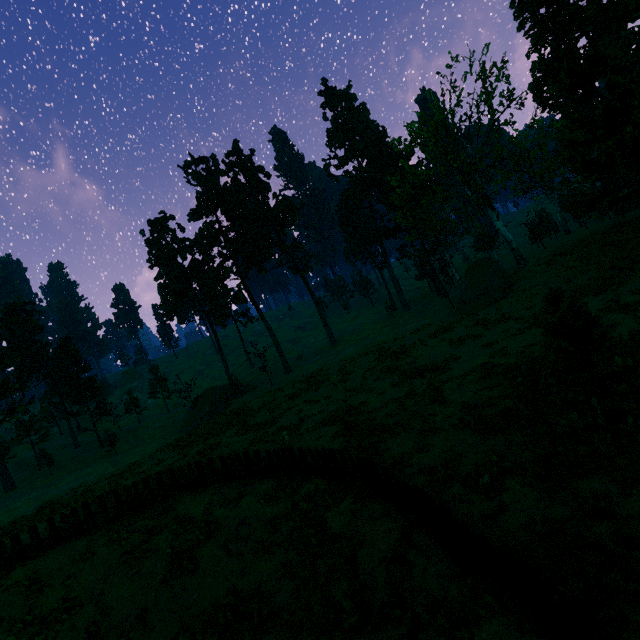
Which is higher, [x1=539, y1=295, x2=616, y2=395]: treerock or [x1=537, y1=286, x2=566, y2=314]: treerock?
[x1=537, y1=286, x2=566, y2=314]: treerock

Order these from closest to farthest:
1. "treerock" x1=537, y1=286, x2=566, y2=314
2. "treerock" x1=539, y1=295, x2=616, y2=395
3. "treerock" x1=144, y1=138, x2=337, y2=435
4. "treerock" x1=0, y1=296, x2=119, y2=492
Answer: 1. "treerock" x1=539, y1=295, x2=616, y2=395
2. "treerock" x1=537, y1=286, x2=566, y2=314
3. "treerock" x1=0, y1=296, x2=119, y2=492
4. "treerock" x1=144, y1=138, x2=337, y2=435

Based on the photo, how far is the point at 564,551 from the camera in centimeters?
566cm

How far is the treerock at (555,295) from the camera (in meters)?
9.92

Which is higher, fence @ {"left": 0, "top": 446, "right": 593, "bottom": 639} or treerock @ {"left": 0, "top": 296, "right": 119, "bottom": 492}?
treerock @ {"left": 0, "top": 296, "right": 119, "bottom": 492}

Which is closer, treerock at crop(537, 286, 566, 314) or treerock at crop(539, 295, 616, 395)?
treerock at crop(539, 295, 616, 395)

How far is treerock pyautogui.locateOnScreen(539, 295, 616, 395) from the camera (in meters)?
9.34
